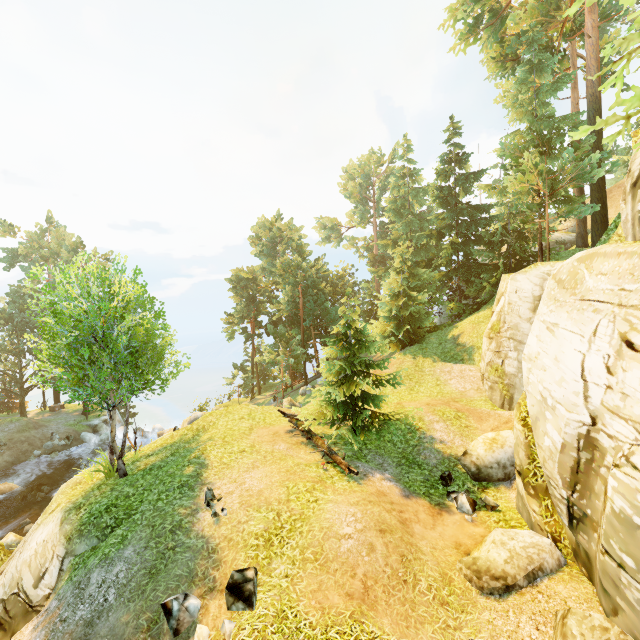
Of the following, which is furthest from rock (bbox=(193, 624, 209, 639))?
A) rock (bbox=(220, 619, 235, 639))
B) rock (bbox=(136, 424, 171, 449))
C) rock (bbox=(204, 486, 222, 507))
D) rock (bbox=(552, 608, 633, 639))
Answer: rock (bbox=(136, 424, 171, 449))

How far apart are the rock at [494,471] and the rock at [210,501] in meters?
8.6 m

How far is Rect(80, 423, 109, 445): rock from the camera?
34.8m

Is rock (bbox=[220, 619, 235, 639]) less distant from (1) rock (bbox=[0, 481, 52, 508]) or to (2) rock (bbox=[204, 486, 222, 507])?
(2) rock (bbox=[204, 486, 222, 507])

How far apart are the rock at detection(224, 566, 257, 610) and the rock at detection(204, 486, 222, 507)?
2.6 meters

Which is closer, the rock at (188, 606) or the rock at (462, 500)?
the rock at (188, 606)

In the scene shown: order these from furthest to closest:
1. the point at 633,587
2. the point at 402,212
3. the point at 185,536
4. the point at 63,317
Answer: the point at 402,212
the point at 63,317
the point at 185,536
the point at 633,587

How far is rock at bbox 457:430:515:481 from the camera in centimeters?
1137cm
